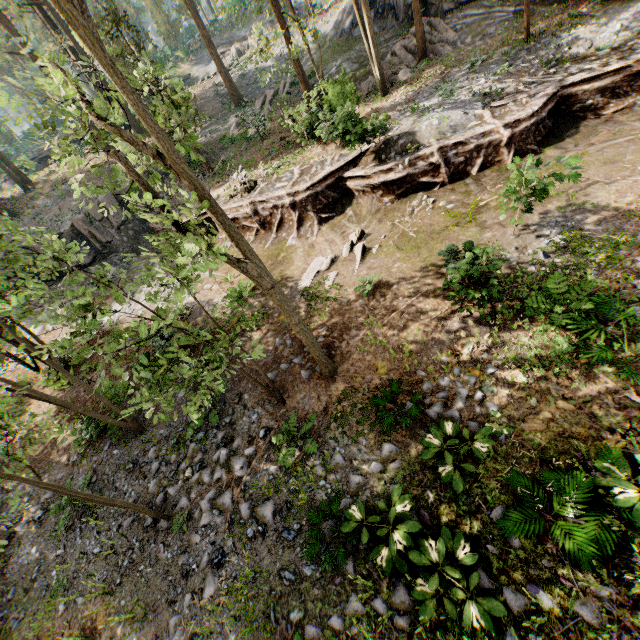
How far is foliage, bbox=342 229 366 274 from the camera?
12.1 meters

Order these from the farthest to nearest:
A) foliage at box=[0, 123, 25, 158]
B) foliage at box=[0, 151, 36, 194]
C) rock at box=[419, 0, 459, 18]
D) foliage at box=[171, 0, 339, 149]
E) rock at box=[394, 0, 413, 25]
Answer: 1. foliage at box=[0, 123, 25, 158]
2. foliage at box=[0, 151, 36, 194]
3. rock at box=[394, 0, 413, 25]
4. rock at box=[419, 0, 459, 18]
5. foliage at box=[171, 0, 339, 149]

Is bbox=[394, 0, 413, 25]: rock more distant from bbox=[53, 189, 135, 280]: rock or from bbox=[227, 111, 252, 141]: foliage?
bbox=[53, 189, 135, 280]: rock

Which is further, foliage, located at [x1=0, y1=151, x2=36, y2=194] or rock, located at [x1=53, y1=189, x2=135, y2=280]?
foliage, located at [x1=0, y1=151, x2=36, y2=194]

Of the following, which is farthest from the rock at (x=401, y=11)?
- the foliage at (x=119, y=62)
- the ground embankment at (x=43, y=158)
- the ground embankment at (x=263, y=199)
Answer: the ground embankment at (x=43, y=158)

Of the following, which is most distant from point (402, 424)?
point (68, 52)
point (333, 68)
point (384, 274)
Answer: point (68, 52)

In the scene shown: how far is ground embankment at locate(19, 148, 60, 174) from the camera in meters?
34.7 m

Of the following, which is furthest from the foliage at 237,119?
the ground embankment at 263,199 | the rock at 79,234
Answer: the rock at 79,234
